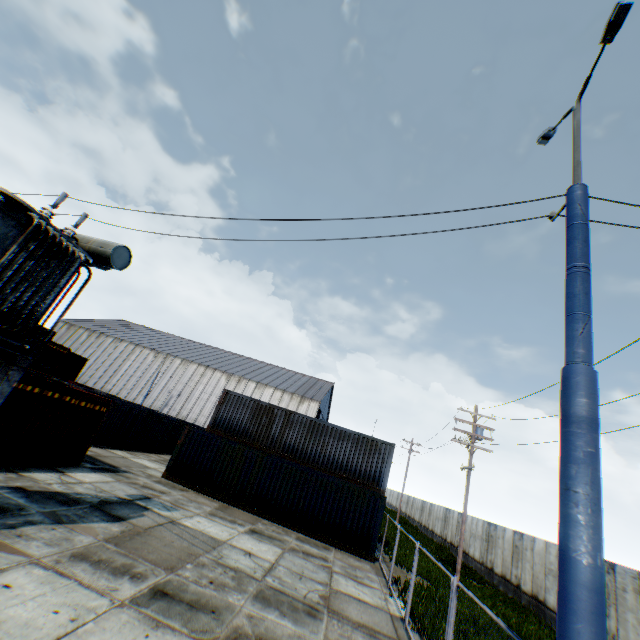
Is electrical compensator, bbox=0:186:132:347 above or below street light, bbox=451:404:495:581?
below

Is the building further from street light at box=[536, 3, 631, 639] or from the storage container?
street light at box=[536, 3, 631, 639]

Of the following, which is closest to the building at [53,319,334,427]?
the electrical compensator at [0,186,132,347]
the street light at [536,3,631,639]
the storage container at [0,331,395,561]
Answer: the storage container at [0,331,395,561]

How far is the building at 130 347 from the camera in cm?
4669

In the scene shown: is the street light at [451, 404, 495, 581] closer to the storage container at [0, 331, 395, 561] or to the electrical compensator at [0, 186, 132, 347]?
the storage container at [0, 331, 395, 561]

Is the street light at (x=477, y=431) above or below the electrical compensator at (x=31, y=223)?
above

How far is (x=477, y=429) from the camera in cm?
2011

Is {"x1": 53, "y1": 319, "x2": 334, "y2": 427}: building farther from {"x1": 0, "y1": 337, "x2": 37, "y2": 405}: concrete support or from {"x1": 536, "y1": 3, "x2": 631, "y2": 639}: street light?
{"x1": 536, "y1": 3, "x2": 631, "y2": 639}: street light
